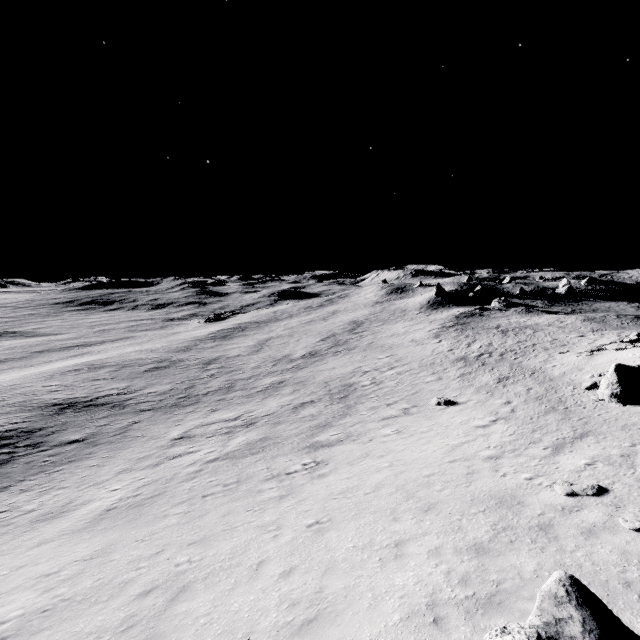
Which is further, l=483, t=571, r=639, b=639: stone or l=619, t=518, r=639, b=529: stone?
l=619, t=518, r=639, b=529: stone

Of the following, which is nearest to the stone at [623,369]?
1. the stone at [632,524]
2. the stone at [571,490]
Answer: the stone at [571,490]

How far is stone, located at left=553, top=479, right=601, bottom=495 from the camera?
10.56m

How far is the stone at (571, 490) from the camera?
10.56m

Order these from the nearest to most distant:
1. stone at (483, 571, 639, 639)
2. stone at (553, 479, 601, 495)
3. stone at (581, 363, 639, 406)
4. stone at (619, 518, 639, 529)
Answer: stone at (483, 571, 639, 639) < stone at (619, 518, 639, 529) < stone at (553, 479, 601, 495) < stone at (581, 363, 639, 406)

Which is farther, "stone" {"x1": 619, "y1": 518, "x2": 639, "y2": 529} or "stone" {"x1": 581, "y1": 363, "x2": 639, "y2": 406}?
"stone" {"x1": 581, "y1": 363, "x2": 639, "y2": 406}

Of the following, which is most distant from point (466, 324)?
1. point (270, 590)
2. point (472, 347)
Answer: point (270, 590)

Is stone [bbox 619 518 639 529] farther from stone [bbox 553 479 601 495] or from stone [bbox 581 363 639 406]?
stone [bbox 581 363 639 406]
